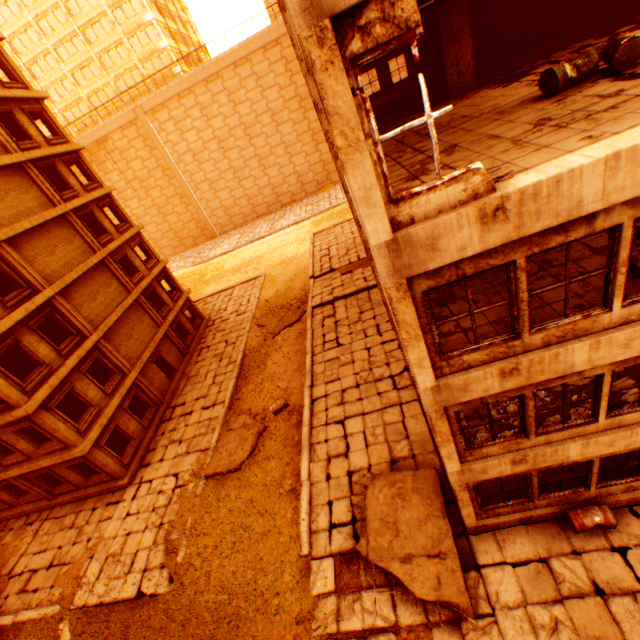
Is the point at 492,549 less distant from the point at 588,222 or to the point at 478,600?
the point at 478,600

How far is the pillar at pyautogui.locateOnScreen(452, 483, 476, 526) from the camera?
7.9m

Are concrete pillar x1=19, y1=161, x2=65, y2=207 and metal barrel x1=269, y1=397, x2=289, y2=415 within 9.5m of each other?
no

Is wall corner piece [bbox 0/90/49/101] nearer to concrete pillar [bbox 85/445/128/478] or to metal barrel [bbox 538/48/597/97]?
metal barrel [bbox 538/48/597/97]

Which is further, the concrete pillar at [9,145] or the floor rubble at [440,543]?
the concrete pillar at [9,145]

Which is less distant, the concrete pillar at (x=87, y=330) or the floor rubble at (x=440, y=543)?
the floor rubble at (x=440, y=543)

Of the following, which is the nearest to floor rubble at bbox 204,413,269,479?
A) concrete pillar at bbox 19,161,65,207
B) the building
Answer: concrete pillar at bbox 19,161,65,207

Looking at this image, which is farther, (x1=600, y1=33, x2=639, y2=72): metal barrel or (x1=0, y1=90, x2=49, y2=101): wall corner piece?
(x1=0, y1=90, x2=49, y2=101): wall corner piece
